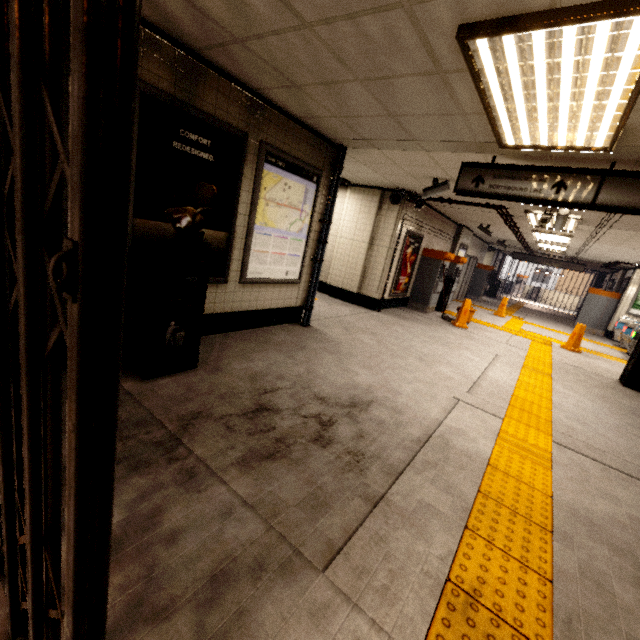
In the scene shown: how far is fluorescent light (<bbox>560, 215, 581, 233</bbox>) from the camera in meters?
6.2 m

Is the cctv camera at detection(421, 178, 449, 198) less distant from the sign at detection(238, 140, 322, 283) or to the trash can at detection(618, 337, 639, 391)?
the sign at detection(238, 140, 322, 283)

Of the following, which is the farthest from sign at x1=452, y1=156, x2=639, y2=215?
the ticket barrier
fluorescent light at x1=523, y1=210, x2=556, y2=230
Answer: the ticket barrier

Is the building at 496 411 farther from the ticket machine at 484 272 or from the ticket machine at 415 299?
the ticket machine at 484 272

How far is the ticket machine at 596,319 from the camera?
13.31m

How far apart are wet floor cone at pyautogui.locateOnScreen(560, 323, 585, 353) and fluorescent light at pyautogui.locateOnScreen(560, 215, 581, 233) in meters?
2.6 m

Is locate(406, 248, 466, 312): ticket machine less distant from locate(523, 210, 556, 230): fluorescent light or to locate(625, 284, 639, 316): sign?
locate(523, 210, 556, 230): fluorescent light

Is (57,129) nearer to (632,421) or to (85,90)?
(85,90)
